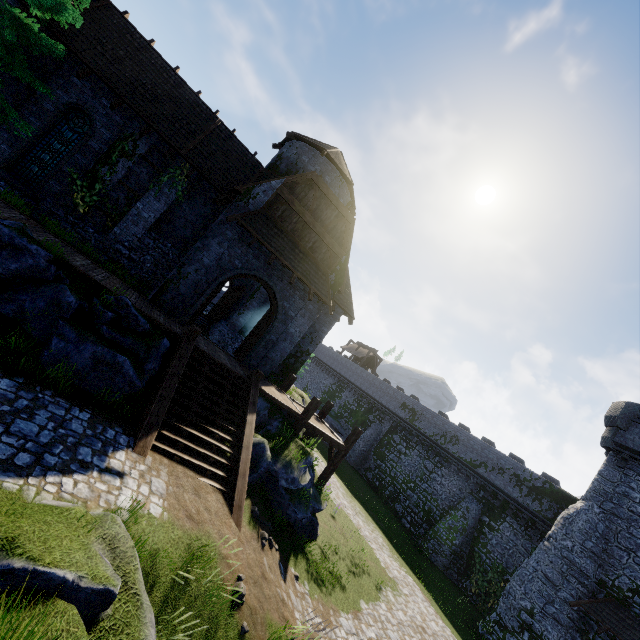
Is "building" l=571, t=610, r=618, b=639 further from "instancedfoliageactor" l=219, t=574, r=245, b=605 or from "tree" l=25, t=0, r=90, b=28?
"tree" l=25, t=0, r=90, b=28

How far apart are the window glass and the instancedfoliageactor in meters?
15.9 m

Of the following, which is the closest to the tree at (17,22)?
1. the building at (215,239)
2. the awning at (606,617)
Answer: the building at (215,239)

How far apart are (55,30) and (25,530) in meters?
17.0 m

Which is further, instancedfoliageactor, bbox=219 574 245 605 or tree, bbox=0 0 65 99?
tree, bbox=0 0 65 99

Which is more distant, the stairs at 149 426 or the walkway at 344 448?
the walkway at 344 448

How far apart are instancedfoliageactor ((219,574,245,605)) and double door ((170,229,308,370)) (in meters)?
8.54

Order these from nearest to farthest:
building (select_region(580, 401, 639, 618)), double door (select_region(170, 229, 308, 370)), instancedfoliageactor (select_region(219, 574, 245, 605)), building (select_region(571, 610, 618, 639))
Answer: instancedfoliageactor (select_region(219, 574, 245, 605)) < double door (select_region(170, 229, 308, 370)) < building (select_region(571, 610, 618, 639)) < building (select_region(580, 401, 639, 618))
